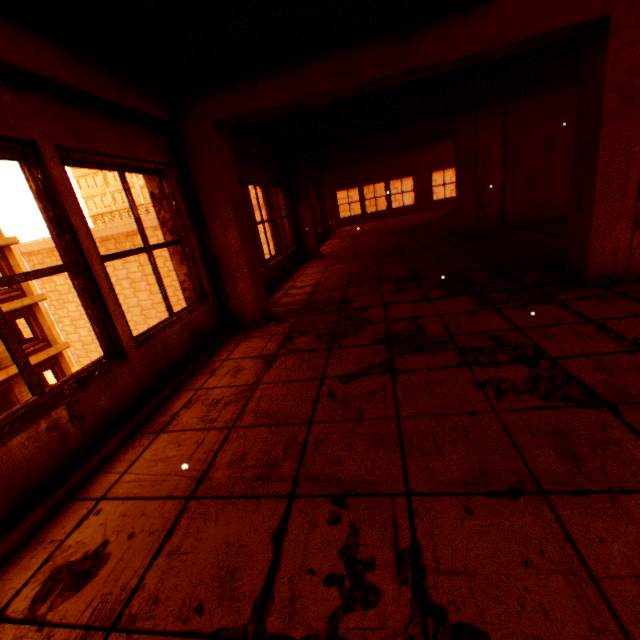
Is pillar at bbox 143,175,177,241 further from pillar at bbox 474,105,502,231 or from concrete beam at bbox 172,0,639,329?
pillar at bbox 474,105,502,231

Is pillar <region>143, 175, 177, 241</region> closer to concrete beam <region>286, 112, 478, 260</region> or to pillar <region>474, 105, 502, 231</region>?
concrete beam <region>286, 112, 478, 260</region>

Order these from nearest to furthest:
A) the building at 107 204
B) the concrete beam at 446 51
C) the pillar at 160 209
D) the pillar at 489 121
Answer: the concrete beam at 446 51 → the pillar at 160 209 → the pillar at 489 121 → the building at 107 204

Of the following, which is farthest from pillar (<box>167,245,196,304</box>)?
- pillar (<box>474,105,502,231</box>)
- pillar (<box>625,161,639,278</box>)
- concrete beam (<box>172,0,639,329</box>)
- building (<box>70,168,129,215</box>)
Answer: building (<box>70,168,129,215</box>)

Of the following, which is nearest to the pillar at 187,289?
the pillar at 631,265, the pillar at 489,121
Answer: the pillar at 631,265

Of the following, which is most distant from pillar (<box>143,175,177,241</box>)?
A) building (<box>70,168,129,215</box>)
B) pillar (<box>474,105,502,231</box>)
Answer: building (<box>70,168,129,215</box>)

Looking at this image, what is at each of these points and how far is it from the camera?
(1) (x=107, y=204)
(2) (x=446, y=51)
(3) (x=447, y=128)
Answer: (1) building, 50.3 meters
(2) concrete beam, 2.9 meters
(3) concrete beam, 7.3 meters

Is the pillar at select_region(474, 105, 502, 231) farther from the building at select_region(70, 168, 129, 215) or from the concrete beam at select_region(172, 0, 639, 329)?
the building at select_region(70, 168, 129, 215)
